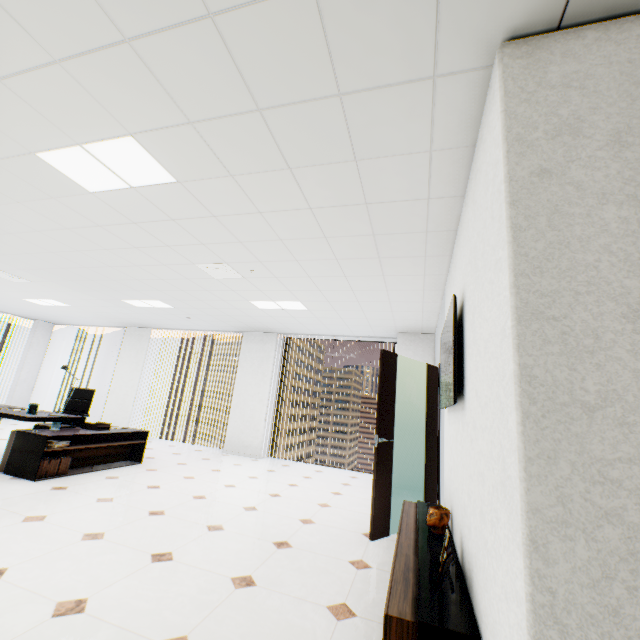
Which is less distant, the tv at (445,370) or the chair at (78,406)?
the tv at (445,370)

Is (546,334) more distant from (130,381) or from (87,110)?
(130,381)

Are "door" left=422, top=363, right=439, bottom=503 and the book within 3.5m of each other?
no

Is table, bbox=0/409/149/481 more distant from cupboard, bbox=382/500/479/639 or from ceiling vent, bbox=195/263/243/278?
cupboard, bbox=382/500/479/639

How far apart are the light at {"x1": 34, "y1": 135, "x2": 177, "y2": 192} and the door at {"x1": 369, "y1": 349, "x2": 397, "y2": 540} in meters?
2.8 m

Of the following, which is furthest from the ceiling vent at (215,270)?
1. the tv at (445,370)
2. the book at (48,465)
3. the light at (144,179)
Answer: the book at (48,465)

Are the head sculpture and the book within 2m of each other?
no

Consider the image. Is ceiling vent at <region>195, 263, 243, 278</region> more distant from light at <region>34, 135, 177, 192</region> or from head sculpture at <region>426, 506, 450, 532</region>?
head sculpture at <region>426, 506, 450, 532</region>
